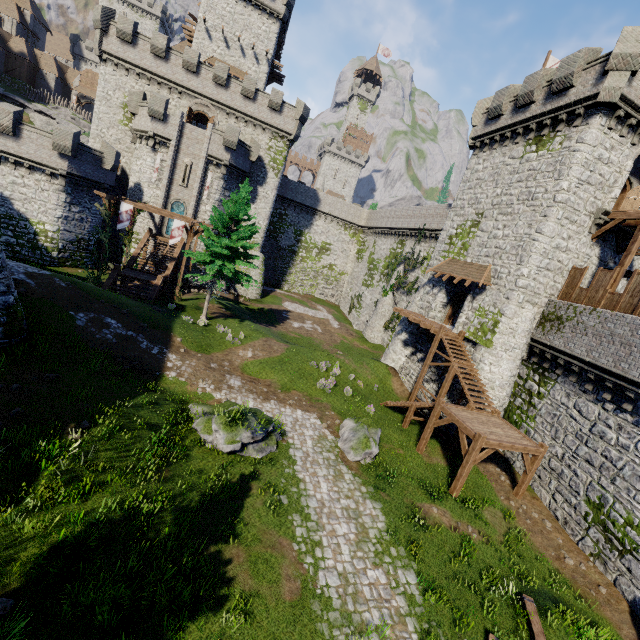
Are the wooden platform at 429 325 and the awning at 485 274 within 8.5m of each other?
yes

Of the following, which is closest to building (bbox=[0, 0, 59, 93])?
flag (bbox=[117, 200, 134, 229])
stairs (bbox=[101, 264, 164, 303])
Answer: flag (bbox=[117, 200, 134, 229])

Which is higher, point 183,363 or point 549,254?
point 549,254

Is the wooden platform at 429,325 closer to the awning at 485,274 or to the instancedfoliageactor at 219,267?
the awning at 485,274

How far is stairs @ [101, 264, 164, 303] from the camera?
23.3m

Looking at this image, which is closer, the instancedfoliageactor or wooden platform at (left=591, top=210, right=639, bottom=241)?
wooden platform at (left=591, top=210, right=639, bottom=241)

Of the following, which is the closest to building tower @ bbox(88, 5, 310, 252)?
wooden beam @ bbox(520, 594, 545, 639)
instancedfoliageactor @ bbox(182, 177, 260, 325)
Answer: instancedfoliageactor @ bbox(182, 177, 260, 325)

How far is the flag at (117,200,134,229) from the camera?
24.0m
